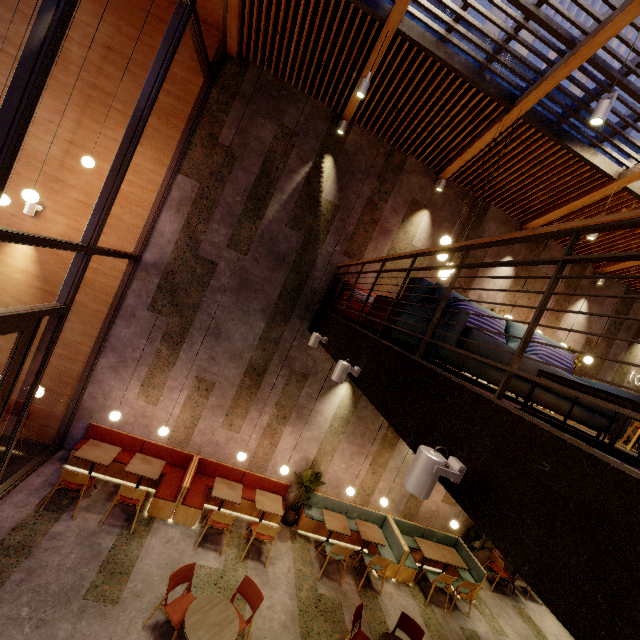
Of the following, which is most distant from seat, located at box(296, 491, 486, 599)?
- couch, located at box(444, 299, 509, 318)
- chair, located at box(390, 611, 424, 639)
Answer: couch, located at box(444, 299, 509, 318)

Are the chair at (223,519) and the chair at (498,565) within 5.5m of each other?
no

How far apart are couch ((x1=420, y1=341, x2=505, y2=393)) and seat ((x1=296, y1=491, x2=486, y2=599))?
5.2 meters

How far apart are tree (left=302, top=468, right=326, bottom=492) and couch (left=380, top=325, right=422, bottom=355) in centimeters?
455cm

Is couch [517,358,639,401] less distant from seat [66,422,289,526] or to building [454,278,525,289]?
building [454,278,525,289]

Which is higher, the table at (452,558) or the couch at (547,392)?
the couch at (547,392)

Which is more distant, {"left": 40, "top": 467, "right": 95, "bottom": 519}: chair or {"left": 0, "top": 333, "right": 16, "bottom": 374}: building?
{"left": 0, "top": 333, "right": 16, "bottom": 374}: building

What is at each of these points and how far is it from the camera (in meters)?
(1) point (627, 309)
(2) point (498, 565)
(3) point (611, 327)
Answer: (1) building, 9.33
(2) chair, 9.04
(3) building, 9.31
